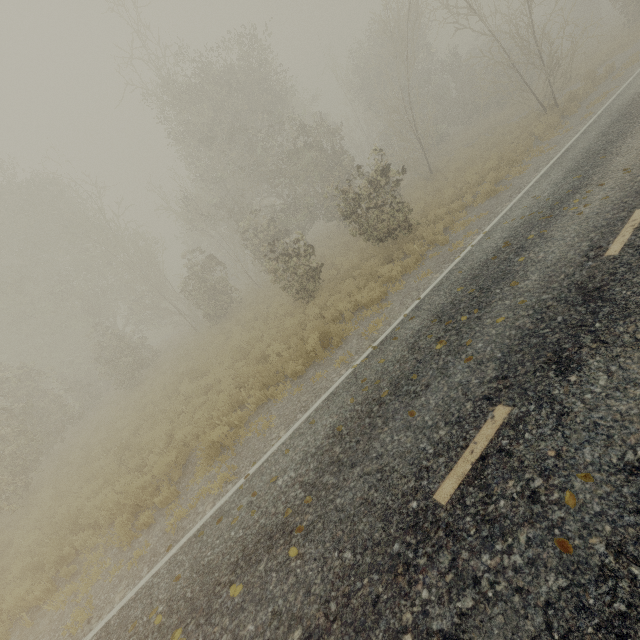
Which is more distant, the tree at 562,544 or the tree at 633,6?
the tree at 633,6

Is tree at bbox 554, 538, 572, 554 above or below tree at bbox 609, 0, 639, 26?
below

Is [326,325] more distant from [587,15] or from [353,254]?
[587,15]

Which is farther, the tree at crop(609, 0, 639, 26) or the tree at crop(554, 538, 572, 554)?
the tree at crop(609, 0, 639, 26)

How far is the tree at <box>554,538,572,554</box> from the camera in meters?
2.7

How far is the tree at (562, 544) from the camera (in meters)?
2.70
